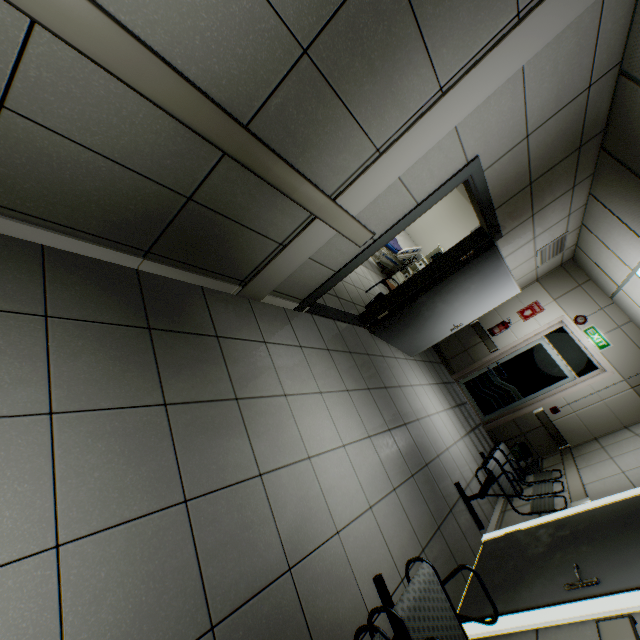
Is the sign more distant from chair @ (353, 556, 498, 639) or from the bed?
chair @ (353, 556, 498, 639)

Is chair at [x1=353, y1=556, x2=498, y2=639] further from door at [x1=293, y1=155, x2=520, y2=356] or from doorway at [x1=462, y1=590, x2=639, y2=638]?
door at [x1=293, y1=155, x2=520, y2=356]

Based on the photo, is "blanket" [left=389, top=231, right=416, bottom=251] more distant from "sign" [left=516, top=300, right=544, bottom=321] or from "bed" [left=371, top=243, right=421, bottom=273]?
"sign" [left=516, top=300, right=544, bottom=321]

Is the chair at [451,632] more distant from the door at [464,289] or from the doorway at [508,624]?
the door at [464,289]

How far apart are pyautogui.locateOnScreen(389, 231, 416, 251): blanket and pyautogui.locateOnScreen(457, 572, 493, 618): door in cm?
575

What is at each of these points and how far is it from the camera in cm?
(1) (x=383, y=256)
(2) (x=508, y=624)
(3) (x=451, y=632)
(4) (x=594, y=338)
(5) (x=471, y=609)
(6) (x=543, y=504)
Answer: (1) bed, 746
(2) doorway, 214
(3) chair, 170
(4) exit sign, 612
(5) door, 250
(6) chair, 377

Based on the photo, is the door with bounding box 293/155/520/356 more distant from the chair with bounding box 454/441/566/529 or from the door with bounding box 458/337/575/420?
the door with bounding box 458/337/575/420

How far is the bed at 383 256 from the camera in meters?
7.4 m
